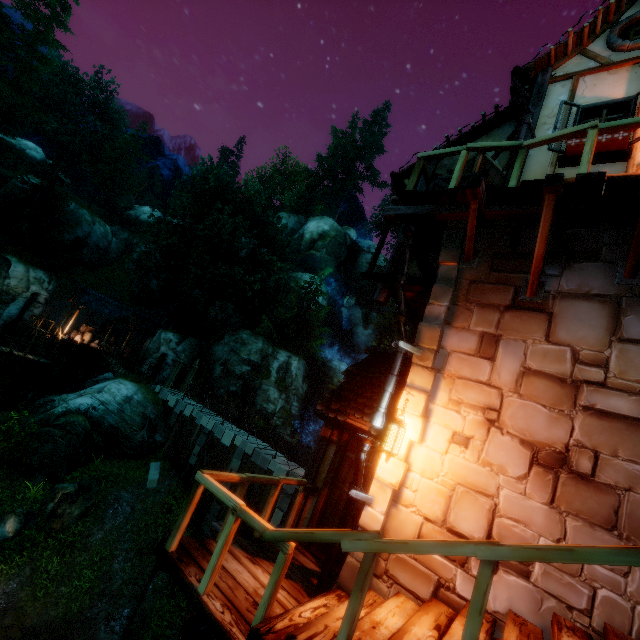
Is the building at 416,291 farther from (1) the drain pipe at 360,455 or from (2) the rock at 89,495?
(2) the rock at 89,495

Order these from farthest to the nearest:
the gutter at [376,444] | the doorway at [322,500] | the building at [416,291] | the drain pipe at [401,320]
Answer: the building at [416,291] → the doorway at [322,500] → the drain pipe at [401,320] → the gutter at [376,444]

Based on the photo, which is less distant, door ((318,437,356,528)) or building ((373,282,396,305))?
door ((318,437,356,528))

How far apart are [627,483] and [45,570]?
19.59m

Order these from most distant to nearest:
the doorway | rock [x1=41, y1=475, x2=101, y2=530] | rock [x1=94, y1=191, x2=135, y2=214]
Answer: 1. rock [x1=94, y1=191, x2=135, y2=214]
2. rock [x1=41, y1=475, x2=101, y2=530]
3. the doorway

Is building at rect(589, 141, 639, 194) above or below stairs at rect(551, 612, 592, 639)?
above

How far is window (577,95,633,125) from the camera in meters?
5.4 m

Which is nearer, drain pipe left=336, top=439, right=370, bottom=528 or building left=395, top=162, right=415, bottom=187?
drain pipe left=336, top=439, right=370, bottom=528
